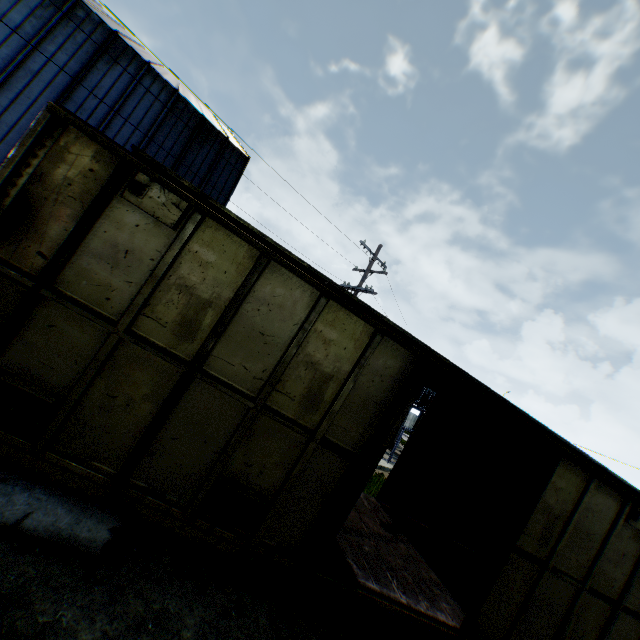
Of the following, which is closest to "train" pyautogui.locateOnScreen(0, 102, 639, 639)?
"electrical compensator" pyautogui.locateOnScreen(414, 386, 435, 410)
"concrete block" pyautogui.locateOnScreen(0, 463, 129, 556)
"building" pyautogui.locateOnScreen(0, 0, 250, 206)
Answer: "concrete block" pyautogui.locateOnScreen(0, 463, 129, 556)

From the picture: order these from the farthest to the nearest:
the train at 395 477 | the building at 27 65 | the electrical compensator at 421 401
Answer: the electrical compensator at 421 401, the building at 27 65, the train at 395 477

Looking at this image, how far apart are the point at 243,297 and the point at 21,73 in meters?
15.5 m

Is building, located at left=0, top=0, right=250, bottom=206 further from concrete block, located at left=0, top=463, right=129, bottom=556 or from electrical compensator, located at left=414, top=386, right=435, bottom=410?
electrical compensator, located at left=414, top=386, right=435, bottom=410

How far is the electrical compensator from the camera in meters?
24.3 m

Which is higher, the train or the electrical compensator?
the electrical compensator

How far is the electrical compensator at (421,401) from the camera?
24.3 meters
